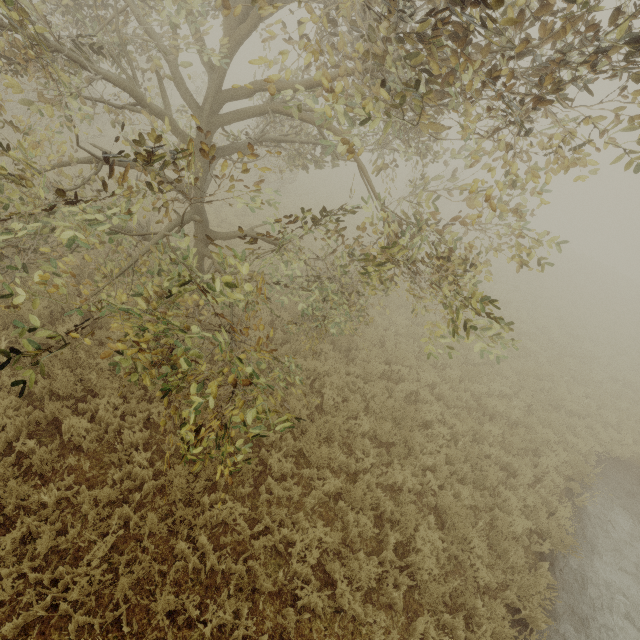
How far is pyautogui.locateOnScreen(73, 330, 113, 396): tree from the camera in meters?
3.9 m

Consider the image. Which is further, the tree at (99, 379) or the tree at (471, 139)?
the tree at (99, 379)

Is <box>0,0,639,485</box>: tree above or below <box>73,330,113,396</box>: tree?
above

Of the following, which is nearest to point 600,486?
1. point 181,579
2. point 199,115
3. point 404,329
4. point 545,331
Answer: point 404,329

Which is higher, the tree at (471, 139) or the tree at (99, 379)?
the tree at (471, 139)

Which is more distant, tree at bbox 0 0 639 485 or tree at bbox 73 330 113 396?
tree at bbox 73 330 113 396
